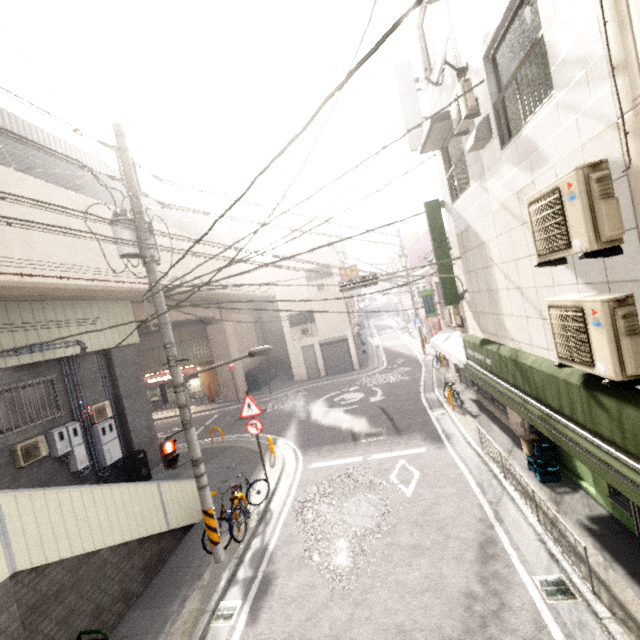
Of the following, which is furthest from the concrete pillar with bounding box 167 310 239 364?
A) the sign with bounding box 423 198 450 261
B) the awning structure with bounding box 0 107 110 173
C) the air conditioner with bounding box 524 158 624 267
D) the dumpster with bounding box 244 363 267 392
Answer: the air conditioner with bounding box 524 158 624 267

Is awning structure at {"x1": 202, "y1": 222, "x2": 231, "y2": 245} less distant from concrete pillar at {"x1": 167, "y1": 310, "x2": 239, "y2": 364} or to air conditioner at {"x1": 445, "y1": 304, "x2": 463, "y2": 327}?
concrete pillar at {"x1": 167, "y1": 310, "x2": 239, "y2": 364}

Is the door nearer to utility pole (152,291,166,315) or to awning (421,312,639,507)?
awning (421,312,639,507)

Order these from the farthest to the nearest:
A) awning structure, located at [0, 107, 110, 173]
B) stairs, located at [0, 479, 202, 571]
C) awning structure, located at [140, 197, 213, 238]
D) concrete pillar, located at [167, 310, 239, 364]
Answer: awning structure, located at [140, 197, 213, 238]
concrete pillar, located at [167, 310, 239, 364]
awning structure, located at [0, 107, 110, 173]
stairs, located at [0, 479, 202, 571]

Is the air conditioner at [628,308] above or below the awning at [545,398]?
above

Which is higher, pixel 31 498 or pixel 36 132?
pixel 36 132

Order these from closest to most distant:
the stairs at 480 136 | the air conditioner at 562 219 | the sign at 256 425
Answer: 1. the air conditioner at 562 219
2. the stairs at 480 136
3. the sign at 256 425

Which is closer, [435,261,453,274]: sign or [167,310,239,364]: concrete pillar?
[435,261,453,274]: sign
